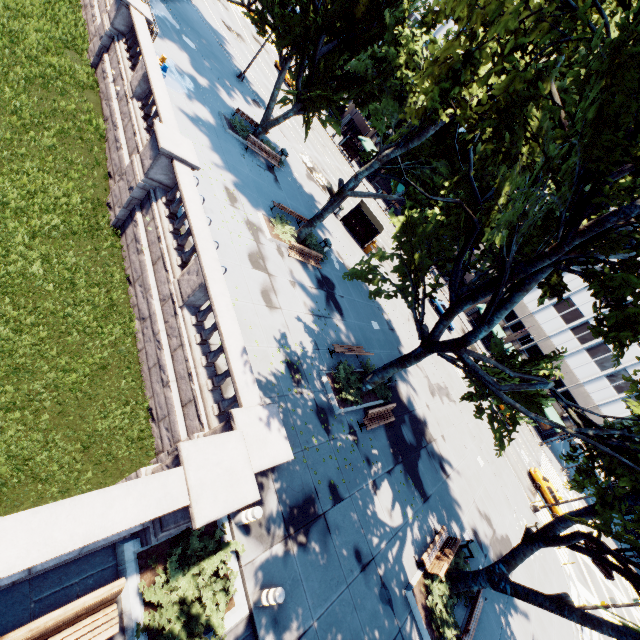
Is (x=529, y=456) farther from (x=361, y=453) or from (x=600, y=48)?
(x=600, y=48)

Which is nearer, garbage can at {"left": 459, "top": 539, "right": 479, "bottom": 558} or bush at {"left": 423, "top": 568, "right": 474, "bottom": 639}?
bush at {"left": 423, "top": 568, "right": 474, "bottom": 639}

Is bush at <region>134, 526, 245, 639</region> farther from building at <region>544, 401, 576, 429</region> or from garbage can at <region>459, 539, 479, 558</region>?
building at <region>544, 401, 576, 429</region>

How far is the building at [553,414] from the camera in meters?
48.9 m

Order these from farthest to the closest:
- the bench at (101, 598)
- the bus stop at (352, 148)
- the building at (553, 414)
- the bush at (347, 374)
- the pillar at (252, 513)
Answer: the bus stop at (352, 148), the building at (553, 414), the bush at (347, 374), the pillar at (252, 513), the bench at (101, 598)

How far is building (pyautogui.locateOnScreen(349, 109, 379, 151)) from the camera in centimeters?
5512cm

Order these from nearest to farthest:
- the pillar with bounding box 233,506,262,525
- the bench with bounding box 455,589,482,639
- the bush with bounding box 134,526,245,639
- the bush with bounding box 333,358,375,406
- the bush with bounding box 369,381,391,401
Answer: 1. the bush with bounding box 134,526,245,639
2. the pillar with bounding box 233,506,262,525
3. the bench with bounding box 455,589,482,639
4. the bush with bounding box 333,358,375,406
5. the bush with bounding box 369,381,391,401

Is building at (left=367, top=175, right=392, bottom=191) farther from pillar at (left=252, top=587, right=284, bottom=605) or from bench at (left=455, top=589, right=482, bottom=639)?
pillar at (left=252, top=587, right=284, bottom=605)
